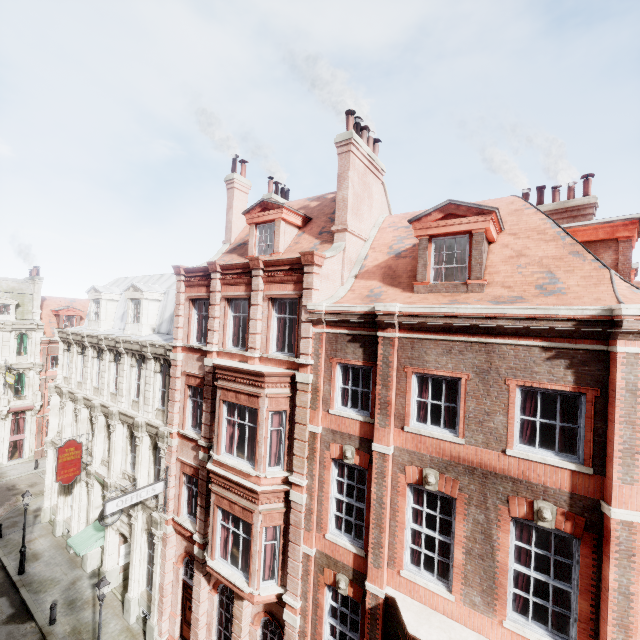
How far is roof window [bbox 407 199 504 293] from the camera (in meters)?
9.35

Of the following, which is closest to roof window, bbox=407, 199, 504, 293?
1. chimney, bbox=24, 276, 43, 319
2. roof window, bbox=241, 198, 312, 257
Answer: roof window, bbox=241, 198, 312, 257

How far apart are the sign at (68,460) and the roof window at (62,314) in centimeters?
2326cm

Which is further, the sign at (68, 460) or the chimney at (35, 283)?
the chimney at (35, 283)

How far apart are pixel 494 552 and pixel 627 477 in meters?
3.4

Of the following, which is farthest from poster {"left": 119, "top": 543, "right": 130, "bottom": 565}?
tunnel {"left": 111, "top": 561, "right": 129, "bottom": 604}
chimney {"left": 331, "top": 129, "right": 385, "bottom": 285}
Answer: chimney {"left": 331, "top": 129, "right": 385, "bottom": 285}

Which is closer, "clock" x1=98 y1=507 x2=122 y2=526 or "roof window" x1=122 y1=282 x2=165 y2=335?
"clock" x1=98 y1=507 x2=122 y2=526

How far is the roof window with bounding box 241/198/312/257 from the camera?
13.8 meters
